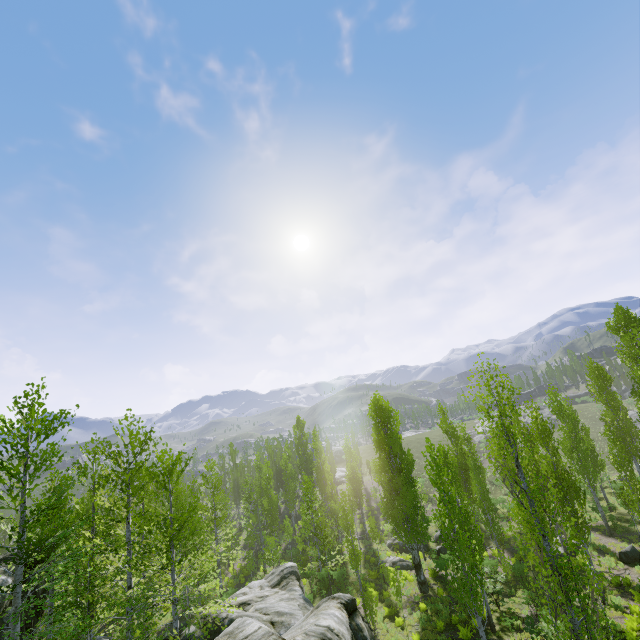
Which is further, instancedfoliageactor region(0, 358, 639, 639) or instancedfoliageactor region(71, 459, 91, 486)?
instancedfoliageactor region(71, 459, 91, 486)

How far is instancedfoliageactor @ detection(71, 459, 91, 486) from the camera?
13.00m

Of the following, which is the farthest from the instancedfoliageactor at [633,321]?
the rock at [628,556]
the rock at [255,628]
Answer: the rock at [628,556]

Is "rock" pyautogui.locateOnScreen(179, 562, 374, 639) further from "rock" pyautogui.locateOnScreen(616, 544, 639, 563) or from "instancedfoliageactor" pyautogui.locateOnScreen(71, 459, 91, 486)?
"rock" pyautogui.locateOnScreen(616, 544, 639, 563)

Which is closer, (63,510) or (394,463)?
(63,510)

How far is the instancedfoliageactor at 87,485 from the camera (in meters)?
13.00

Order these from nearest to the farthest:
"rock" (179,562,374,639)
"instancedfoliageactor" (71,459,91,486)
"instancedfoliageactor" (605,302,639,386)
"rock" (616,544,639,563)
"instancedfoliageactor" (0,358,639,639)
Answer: "rock" (179,562,374,639) → "instancedfoliageactor" (0,358,639,639) → "instancedfoliageactor" (71,459,91,486) → "rock" (616,544,639,563) → "instancedfoliageactor" (605,302,639,386)

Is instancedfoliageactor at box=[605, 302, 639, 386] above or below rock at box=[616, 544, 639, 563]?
above
